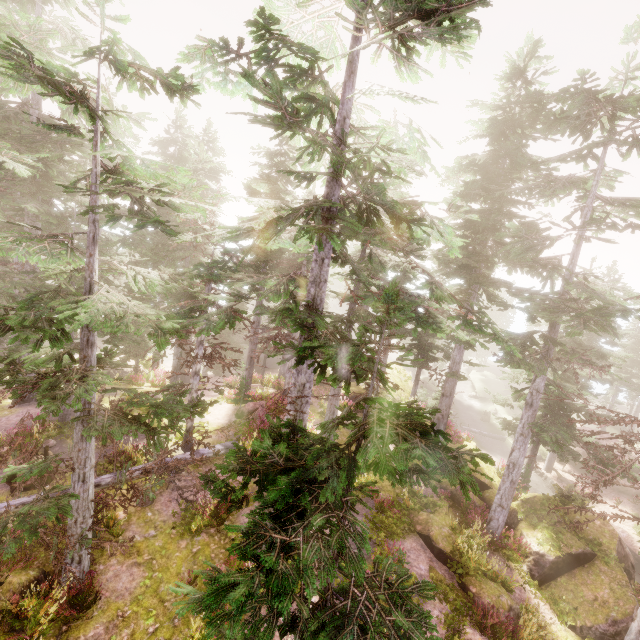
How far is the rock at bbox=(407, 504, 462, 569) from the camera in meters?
13.6 m

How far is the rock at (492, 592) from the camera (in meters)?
11.97

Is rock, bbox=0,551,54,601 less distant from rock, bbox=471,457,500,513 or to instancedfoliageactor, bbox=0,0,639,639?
instancedfoliageactor, bbox=0,0,639,639

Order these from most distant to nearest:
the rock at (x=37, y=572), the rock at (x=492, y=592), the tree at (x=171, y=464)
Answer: the rock at (x=492, y=592) < the tree at (x=171, y=464) < the rock at (x=37, y=572)

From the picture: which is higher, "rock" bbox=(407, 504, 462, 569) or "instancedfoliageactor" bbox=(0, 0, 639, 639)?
"instancedfoliageactor" bbox=(0, 0, 639, 639)

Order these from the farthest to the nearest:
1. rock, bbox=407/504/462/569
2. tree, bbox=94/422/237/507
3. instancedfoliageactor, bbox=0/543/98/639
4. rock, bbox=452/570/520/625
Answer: rock, bbox=407/504/462/569 → rock, bbox=452/570/520/625 → tree, bbox=94/422/237/507 → instancedfoliageactor, bbox=0/543/98/639

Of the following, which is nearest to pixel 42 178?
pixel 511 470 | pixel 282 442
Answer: pixel 282 442

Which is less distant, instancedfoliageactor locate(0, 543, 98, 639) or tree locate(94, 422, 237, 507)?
instancedfoliageactor locate(0, 543, 98, 639)
